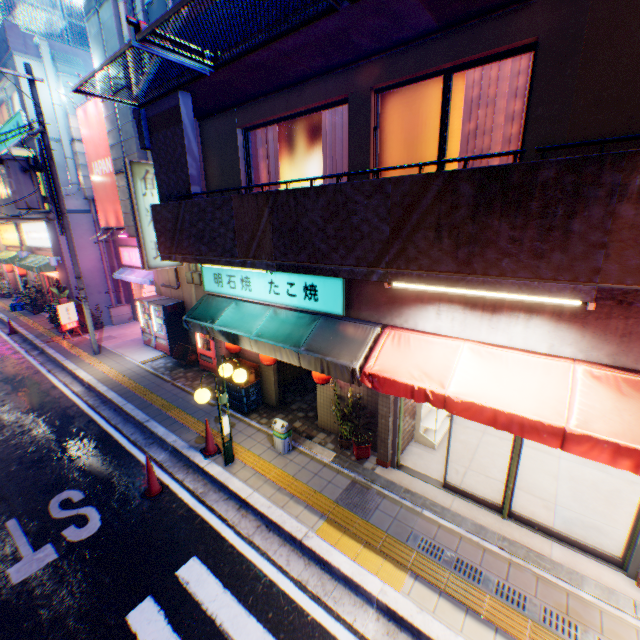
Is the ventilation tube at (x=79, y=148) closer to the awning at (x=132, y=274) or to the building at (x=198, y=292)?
the awning at (x=132, y=274)

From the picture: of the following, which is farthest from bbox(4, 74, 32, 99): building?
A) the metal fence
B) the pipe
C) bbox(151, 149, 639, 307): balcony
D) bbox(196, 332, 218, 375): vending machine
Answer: bbox(151, 149, 639, 307): balcony

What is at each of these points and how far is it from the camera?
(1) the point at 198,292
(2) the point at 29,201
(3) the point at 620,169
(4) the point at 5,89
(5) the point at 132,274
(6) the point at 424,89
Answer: (1) building, 12.12m
(2) electric pole, 10.50m
(3) balcony, 2.55m
(4) building, 15.03m
(5) awning, 15.66m
(6) window glass, 4.84m

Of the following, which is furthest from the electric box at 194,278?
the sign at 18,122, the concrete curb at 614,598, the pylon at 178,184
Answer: the sign at 18,122

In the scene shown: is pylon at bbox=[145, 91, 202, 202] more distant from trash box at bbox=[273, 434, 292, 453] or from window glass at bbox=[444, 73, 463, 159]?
trash box at bbox=[273, 434, 292, 453]

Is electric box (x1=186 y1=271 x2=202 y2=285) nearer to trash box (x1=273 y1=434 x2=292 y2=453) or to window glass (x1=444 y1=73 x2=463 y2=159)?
trash box (x1=273 y1=434 x2=292 y2=453)

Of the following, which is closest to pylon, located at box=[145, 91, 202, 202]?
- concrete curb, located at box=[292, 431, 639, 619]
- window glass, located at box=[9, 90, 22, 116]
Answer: concrete curb, located at box=[292, 431, 639, 619]

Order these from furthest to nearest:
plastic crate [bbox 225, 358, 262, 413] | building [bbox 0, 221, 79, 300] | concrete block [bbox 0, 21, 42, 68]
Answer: building [bbox 0, 221, 79, 300]
concrete block [bbox 0, 21, 42, 68]
plastic crate [bbox 225, 358, 262, 413]
